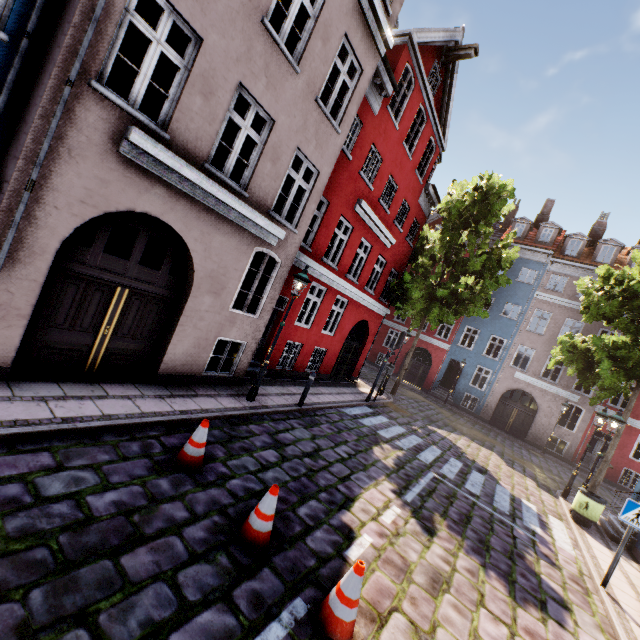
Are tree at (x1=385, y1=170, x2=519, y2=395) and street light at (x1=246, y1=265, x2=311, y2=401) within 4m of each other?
no

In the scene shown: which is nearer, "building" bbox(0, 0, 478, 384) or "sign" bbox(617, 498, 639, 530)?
"building" bbox(0, 0, 478, 384)

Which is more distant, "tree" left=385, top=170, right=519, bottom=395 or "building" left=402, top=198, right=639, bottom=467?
"building" left=402, top=198, right=639, bottom=467

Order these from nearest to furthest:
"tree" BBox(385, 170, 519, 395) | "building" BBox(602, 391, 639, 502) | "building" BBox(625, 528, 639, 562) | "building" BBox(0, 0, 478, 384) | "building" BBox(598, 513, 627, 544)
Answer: "building" BBox(0, 0, 478, 384), "building" BBox(625, 528, 639, 562), "building" BBox(598, 513, 627, 544), "tree" BBox(385, 170, 519, 395), "building" BBox(602, 391, 639, 502)

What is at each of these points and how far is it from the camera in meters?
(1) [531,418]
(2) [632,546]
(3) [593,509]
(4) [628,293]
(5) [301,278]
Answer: (1) building, 23.5
(2) building, 9.7
(3) trash bin, 10.0
(4) tree, 13.3
(5) street light, 8.2

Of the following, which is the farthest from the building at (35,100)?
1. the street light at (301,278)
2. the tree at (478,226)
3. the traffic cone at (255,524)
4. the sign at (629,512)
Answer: the traffic cone at (255,524)

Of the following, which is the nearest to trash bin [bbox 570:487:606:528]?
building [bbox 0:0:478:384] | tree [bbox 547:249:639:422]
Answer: building [bbox 0:0:478:384]

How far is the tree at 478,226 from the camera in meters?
16.1
